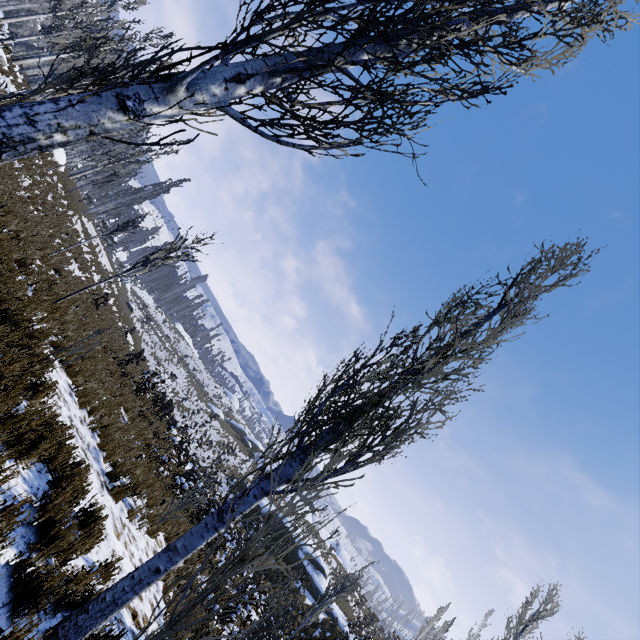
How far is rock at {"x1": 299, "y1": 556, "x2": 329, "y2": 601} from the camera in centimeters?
2141cm

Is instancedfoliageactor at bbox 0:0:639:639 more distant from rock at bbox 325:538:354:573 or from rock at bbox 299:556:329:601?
rock at bbox 325:538:354:573

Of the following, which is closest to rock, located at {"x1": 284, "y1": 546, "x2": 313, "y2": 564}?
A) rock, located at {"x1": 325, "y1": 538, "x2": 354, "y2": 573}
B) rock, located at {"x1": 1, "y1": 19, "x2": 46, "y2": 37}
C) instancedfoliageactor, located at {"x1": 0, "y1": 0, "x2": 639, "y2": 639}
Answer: instancedfoliageactor, located at {"x1": 0, "y1": 0, "x2": 639, "y2": 639}

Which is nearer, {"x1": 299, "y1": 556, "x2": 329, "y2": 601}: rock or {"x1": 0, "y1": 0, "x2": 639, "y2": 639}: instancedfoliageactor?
{"x1": 0, "y1": 0, "x2": 639, "y2": 639}: instancedfoliageactor

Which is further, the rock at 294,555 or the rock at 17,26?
the rock at 17,26

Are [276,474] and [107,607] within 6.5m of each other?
yes

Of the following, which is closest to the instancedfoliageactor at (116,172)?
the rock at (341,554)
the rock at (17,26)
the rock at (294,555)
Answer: the rock at (17,26)
